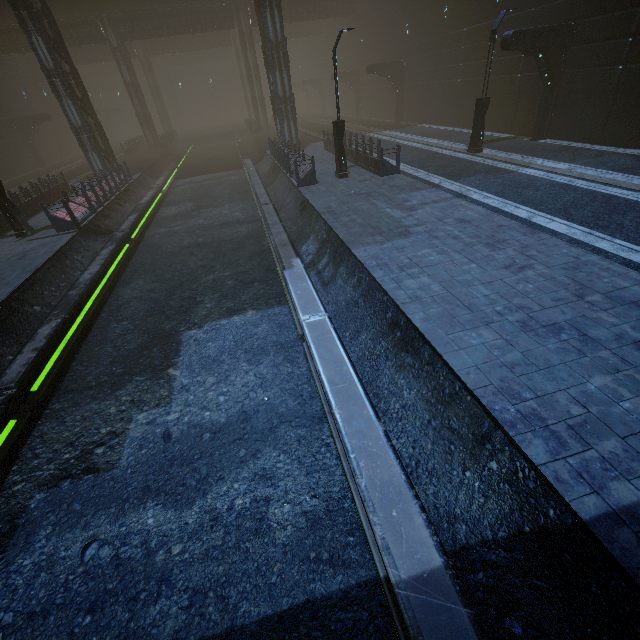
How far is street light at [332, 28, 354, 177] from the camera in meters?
13.4 m

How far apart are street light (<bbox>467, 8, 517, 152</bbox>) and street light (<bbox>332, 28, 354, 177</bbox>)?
6.7 meters

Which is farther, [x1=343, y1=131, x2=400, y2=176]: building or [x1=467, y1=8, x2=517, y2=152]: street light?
[x1=343, y1=131, x2=400, y2=176]: building

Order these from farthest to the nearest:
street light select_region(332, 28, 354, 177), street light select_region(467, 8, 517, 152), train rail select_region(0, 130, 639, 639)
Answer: street light select_region(467, 8, 517, 152), street light select_region(332, 28, 354, 177), train rail select_region(0, 130, 639, 639)

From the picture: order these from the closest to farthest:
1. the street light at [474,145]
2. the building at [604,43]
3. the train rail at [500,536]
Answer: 1. the train rail at [500,536]
2. the street light at [474,145]
3. the building at [604,43]

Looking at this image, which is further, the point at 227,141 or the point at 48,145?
the point at 227,141

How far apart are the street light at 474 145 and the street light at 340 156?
6.66m

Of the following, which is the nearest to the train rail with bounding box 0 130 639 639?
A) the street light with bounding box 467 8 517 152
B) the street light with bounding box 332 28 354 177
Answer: the street light with bounding box 332 28 354 177
